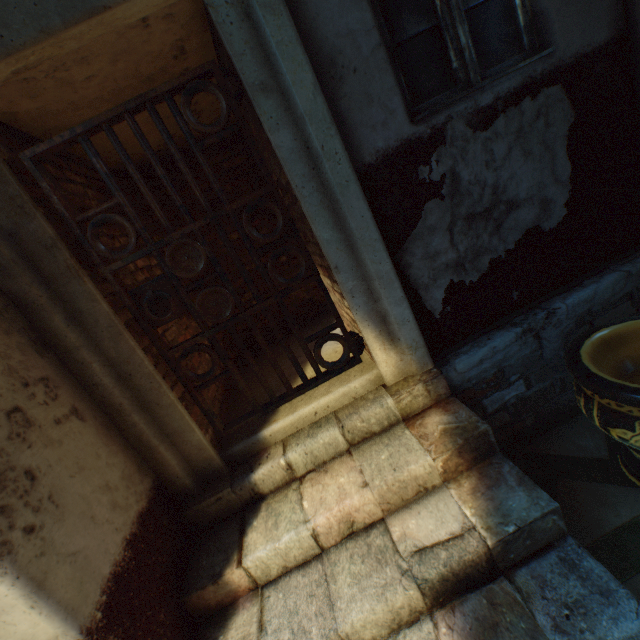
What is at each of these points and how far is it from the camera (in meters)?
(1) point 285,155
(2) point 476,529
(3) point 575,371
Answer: (1) building, 1.82
(2) stairs, 1.60
(3) ceramic pot, 1.81

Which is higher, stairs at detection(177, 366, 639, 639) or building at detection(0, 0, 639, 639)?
building at detection(0, 0, 639, 639)

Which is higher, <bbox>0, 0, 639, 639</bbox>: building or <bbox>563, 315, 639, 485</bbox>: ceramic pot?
<bbox>0, 0, 639, 639</bbox>: building

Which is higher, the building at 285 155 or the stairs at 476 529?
the building at 285 155

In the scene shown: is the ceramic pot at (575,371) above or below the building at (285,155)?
below
